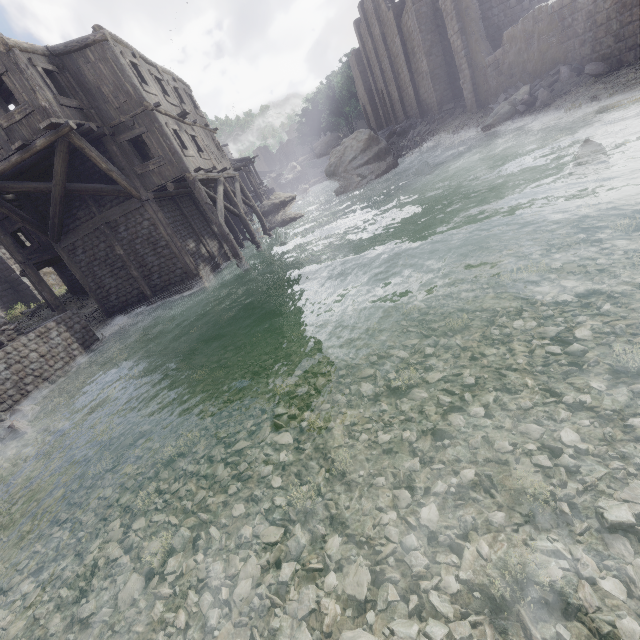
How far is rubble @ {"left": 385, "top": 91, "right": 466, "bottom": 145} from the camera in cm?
2503

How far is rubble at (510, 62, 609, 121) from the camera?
13.2m

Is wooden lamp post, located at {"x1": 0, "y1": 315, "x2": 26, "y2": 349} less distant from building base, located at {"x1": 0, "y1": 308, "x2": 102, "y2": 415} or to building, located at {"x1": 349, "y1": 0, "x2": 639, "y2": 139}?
building base, located at {"x1": 0, "y1": 308, "x2": 102, "y2": 415}

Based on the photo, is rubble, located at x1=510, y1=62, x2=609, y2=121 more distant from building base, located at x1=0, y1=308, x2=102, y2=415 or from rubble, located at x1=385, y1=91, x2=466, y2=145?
building base, located at x1=0, y1=308, x2=102, y2=415

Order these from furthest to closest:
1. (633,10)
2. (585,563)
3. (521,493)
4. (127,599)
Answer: (633,10) → (127,599) → (521,493) → (585,563)

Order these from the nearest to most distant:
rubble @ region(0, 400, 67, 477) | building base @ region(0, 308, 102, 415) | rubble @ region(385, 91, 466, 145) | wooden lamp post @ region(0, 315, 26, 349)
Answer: rubble @ region(0, 400, 67, 477)
building base @ region(0, 308, 102, 415)
wooden lamp post @ region(0, 315, 26, 349)
rubble @ region(385, 91, 466, 145)

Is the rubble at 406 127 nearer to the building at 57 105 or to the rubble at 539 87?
the building at 57 105

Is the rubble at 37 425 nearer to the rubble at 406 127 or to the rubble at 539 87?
the rubble at 539 87
